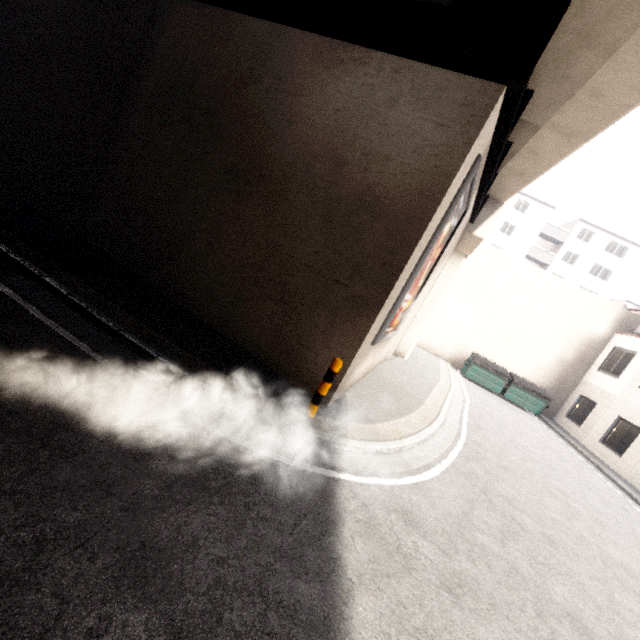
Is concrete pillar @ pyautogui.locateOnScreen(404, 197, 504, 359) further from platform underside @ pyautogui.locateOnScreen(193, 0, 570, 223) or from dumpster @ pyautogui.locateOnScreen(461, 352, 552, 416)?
dumpster @ pyautogui.locateOnScreen(461, 352, 552, 416)

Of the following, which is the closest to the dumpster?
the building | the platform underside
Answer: the platform underside

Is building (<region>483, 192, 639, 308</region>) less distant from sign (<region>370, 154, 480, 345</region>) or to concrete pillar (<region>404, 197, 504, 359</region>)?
concrete pillar (<region>404, 197, 504, 359</region>)

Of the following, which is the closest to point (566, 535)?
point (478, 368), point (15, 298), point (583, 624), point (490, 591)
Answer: point (583, 624)

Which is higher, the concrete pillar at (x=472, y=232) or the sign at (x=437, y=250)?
the concrete pillar at (x=472, y=232)

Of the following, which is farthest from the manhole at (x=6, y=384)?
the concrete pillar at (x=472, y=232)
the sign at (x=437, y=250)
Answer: the concrete pillar at (x=472, y=232)

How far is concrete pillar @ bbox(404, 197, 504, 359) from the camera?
11.8 meters

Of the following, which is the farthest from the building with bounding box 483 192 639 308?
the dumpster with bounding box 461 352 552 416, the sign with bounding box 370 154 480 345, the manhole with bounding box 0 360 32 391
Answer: the manhole with bounding box 0 360 32 391
